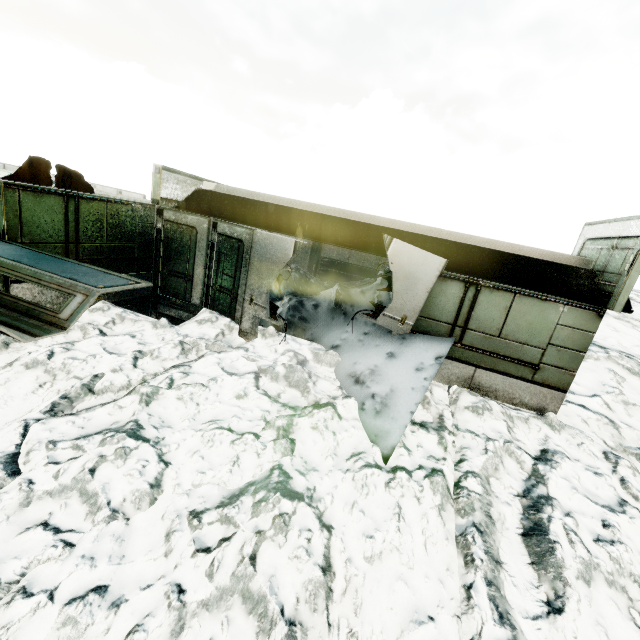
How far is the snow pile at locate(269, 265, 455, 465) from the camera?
5.7 meters

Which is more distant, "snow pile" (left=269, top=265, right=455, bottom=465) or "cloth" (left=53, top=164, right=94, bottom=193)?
"cloth" (left=53, top=164, right=94, bottom=193)

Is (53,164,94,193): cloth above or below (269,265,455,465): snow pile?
above

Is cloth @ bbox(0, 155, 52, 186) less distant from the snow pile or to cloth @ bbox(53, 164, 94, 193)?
cloth @ bbox(53, 164, 94, 193)

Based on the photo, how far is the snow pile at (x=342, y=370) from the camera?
5.7 meters

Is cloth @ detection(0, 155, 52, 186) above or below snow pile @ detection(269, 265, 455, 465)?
above

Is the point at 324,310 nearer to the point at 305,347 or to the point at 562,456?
the point at 305,347

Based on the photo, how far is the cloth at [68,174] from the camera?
6.75m
